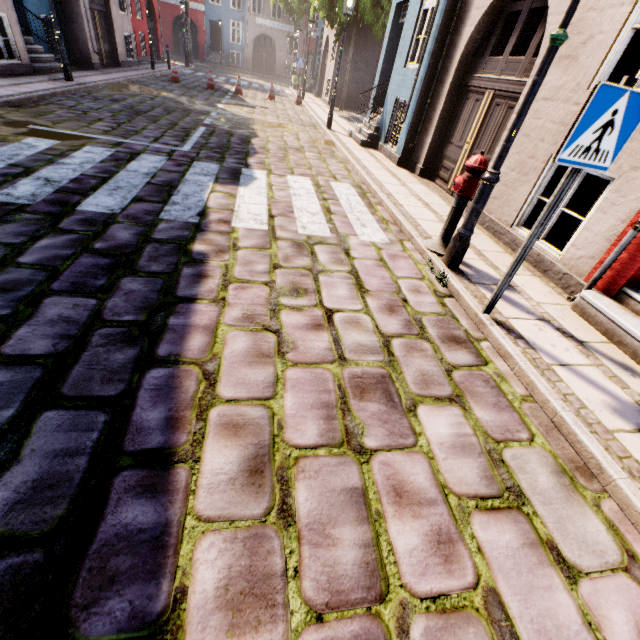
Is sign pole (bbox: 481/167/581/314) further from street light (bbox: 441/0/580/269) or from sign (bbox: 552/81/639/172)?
street light (bbox: 441/0/580/269)

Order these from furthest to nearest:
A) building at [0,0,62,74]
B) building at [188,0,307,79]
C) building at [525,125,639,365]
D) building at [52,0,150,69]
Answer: building at [188,0,307,79] → building at [52,0,150,69] → building at [0,0,62,74] → building at [525,125,639,365]

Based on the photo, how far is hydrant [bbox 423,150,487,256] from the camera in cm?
374

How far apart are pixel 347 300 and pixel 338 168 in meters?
5.6 m

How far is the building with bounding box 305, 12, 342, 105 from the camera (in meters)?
18.55

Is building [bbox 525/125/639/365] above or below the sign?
below

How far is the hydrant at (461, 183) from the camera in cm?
374

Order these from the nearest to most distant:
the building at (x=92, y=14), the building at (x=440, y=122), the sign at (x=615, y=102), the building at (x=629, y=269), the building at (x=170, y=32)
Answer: the sign at (x=615, y=102), the building at (x=629, y=269), the building at (x=440, y=122), the building at (x=92, y=14), the building at (x=170, y=32)
